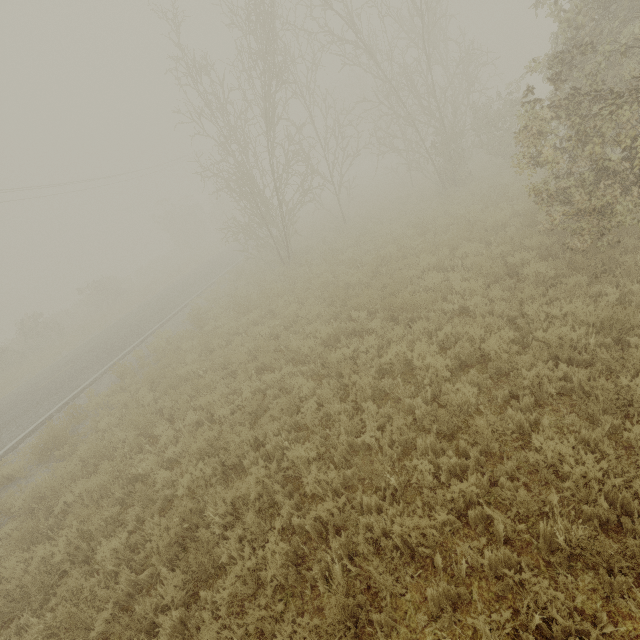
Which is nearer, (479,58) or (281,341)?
(281,341)
